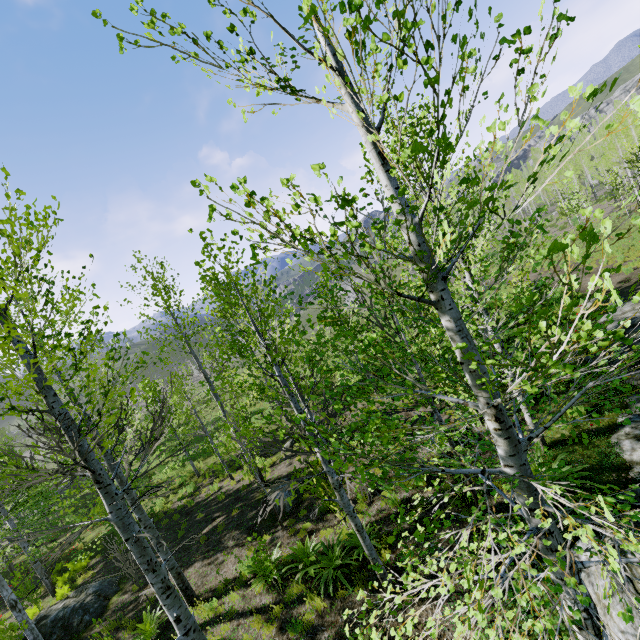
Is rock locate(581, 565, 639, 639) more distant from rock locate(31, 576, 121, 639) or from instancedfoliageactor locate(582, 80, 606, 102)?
rock locate(31, 576, 121, 639)

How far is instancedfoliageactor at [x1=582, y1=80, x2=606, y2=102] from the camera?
1.3m

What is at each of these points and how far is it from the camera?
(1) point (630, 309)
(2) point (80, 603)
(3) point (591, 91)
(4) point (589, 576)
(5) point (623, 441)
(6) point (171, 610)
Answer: (1) rock, 12.0m
(2) rock, 11.0m
(3) instancedfoliageactor, 1.5m
(4) rock, 5.0m
(5) rock, 7.0m
(6) instancedfoliageactor, 4.4m

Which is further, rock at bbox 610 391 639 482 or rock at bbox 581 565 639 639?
rock at bbox 610 391 639 482

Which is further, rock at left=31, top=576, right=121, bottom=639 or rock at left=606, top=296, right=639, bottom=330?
rock at left=606, top=296, right=639, bottom=330

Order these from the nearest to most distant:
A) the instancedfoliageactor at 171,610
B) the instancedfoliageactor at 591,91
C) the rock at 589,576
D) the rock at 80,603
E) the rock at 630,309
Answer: the instancedfoliageactor at 591,91, the instancedfoliageactor at 171,610, the rock at 589,576, the rock at 80,603, the rock at 630,309

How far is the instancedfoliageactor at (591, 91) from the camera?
1.3m
